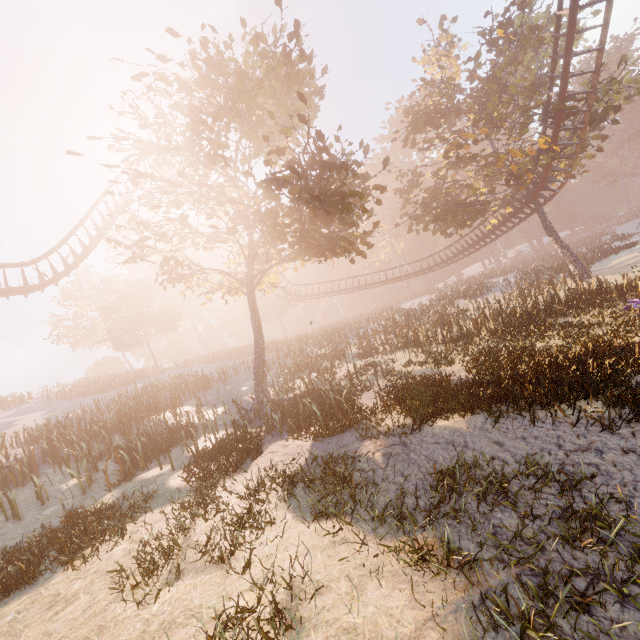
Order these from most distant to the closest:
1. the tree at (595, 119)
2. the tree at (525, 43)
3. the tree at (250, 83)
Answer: the tree at (525, 43)
the tree at (595, 119)
the tree at (250, 83)

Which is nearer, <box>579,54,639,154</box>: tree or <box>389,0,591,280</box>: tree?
<box>579,54,639,154</box>: tree

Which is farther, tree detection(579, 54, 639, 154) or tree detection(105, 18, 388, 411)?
tree detection(579, 54, 639, 154)

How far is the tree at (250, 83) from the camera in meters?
10.5

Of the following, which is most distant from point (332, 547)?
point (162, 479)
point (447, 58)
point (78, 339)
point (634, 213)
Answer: point (634, 213)

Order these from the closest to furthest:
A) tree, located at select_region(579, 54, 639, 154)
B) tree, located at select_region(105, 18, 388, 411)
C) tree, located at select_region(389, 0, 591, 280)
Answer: tree, located at select_region(105, 18, 388, 411) → tree, located at select_region(579, 54, 639, 154) → tree, located at select_region(389, 0, 591, 280)

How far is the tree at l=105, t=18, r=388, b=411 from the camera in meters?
10.5
